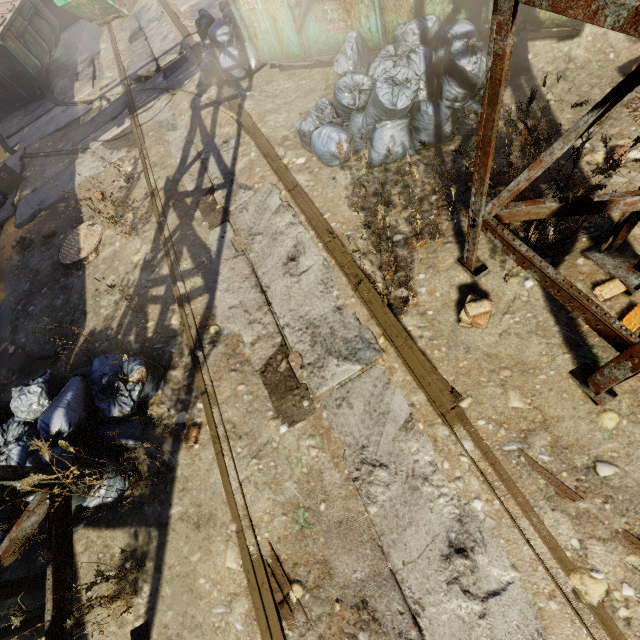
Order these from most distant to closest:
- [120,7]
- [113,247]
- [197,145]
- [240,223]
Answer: [120,7] < [197,145] < [113,247] < [240,223]

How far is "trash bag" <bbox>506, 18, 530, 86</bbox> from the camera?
3.5 meters

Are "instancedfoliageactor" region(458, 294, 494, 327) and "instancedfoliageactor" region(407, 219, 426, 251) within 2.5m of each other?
yes

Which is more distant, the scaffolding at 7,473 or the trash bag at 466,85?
the trash bag at 466,85

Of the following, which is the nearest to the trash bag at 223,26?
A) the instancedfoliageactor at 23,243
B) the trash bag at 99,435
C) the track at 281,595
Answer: the track at 281,595

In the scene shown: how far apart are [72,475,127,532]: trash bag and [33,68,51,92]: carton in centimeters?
1084cm

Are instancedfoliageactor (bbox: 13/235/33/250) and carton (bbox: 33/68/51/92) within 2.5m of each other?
no

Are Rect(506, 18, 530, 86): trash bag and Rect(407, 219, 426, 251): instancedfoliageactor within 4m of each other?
yes
